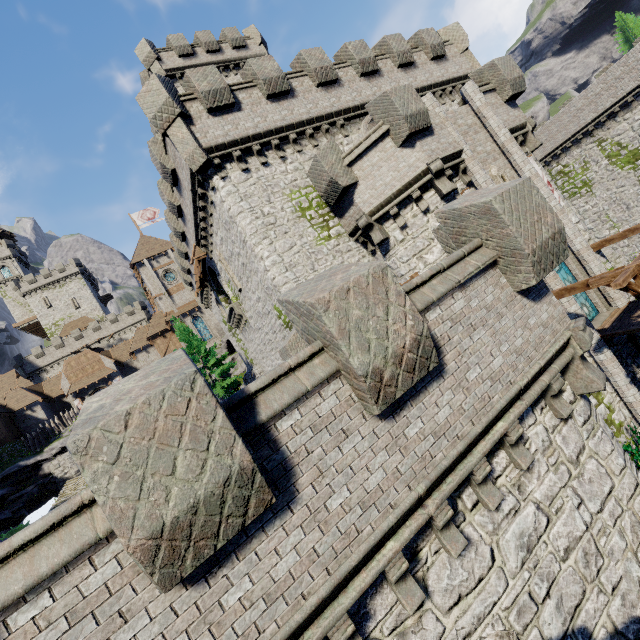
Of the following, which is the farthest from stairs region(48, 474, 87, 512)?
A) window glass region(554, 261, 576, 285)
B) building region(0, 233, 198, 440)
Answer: window glass region(554, 261, 576, 285)

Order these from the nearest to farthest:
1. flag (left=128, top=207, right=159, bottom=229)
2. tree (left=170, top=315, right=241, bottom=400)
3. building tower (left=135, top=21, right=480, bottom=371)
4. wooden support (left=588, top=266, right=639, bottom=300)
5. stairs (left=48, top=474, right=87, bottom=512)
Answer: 1. wooden support (left=588, top=266, right=639, bottom=300)
2. building tower (left=135, top=21, right=480, bottom=371)
3. tree (left=170, top=315, right=241, bottom=400)
4. stairs (left=48, top=474, right=87, bottom=512)
5. flag (left=128, top=207, right=159, bottom=229)

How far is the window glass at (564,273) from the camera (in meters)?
14.09

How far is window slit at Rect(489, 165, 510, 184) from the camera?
14.0m

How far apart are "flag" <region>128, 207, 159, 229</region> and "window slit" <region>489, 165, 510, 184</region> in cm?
4695

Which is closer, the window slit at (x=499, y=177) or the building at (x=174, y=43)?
the window slit at (x=499, y=177)

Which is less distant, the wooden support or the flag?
the wooden support

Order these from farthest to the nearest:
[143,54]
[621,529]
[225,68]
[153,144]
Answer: [225,68], [143,54], [153,144], [621,529]
